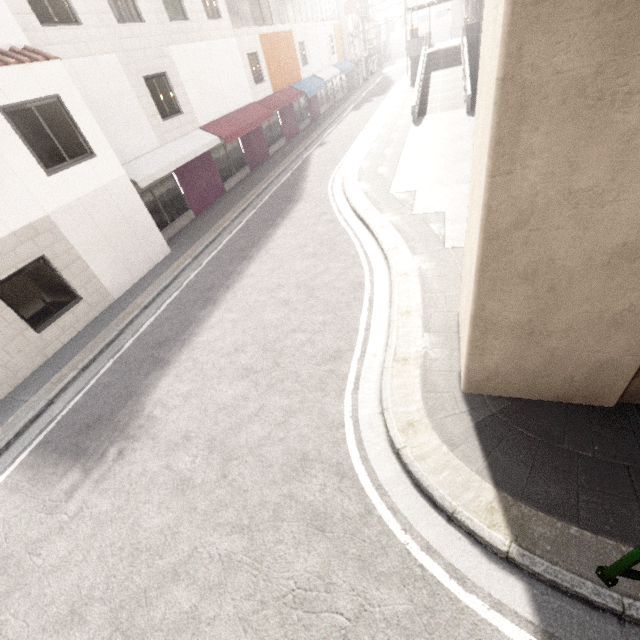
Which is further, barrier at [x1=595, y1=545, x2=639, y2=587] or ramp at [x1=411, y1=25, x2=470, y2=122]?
ramp at [x1=411, y1=25, x2=470, y2=122]

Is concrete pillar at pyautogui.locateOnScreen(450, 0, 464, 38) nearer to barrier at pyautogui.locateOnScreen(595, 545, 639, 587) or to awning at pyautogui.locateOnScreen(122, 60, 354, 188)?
awning at pyautogui.locateOnScreen(122, 60, 354, 188)

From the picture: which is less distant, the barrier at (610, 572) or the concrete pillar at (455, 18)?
the barrier at (610, 572)

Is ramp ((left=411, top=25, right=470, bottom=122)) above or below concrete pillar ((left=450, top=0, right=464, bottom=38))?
below

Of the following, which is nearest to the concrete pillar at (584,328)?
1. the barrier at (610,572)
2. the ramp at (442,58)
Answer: the barrier at (610,572)

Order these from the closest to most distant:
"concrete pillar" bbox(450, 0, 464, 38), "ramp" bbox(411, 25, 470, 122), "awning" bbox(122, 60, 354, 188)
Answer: "awning" bbox(122, 60, 354, 188) < "ramp" bbox(411, 25, 470, 122) < "concrete pillar" bbox(450, 0, 464, 38)

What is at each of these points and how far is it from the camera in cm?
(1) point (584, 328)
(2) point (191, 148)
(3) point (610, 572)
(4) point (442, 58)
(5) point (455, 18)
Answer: (1) concrete pillar, 381
(2) awning, 1355
(3) barrier, 314
(4) ramp, 2641
(5) concrete pillar, 5809

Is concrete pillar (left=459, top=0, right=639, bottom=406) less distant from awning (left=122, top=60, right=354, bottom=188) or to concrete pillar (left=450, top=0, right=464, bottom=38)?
awning (left=122, top=60, right=354, bottom=188)
